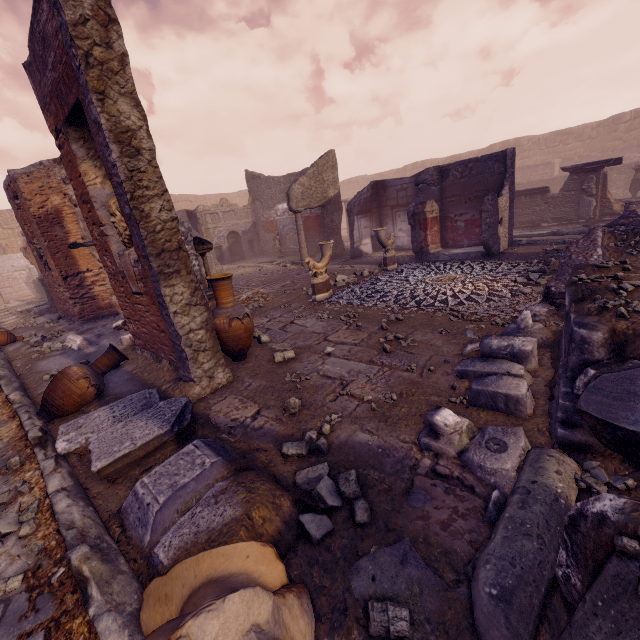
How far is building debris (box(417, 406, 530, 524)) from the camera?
2.1 meters

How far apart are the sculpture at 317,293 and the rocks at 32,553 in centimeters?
593cm

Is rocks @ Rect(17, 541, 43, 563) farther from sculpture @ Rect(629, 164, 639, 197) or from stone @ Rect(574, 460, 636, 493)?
sculpture @ Rect(629, 164, 639, 197)

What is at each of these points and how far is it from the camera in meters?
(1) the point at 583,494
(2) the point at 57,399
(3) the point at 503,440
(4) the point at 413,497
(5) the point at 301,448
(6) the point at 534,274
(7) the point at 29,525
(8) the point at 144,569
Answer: (1) debris pile, 1.9 m
(2) vase, 4.1 m
(3) building debris, 2.5 m
(4) building debris, 2.2 m
(5) rocks, 2.8 m
(6) rocks, 6.4 m
(7) rocks, 2.5 m
(8) debris pile, 2.1 m

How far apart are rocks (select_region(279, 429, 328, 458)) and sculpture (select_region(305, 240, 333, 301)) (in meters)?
4.67

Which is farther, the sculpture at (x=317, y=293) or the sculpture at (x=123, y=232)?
the sculpture at (x=317, y=293)

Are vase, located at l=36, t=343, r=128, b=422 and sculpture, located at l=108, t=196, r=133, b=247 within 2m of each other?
yes

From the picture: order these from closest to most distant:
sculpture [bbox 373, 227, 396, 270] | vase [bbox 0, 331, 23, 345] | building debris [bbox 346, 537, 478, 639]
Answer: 1. building debris [bbox 346, 537, 478, 639]
2. vase [bbox 0, 331, 23, 345]
3. sculpture [bbox 373, 227, 396, 270]
